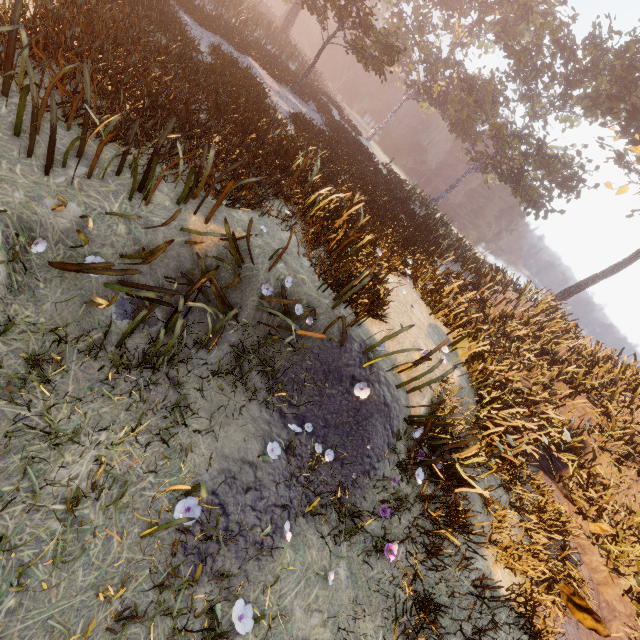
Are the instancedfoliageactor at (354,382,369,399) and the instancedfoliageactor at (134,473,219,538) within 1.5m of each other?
no

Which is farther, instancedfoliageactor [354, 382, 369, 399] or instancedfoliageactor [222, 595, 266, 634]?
instancedfoliageactor [354, 382, 369, 399]

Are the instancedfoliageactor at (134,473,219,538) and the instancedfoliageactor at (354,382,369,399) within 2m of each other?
Answer: no

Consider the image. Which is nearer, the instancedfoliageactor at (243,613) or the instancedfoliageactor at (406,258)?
the instancedfoliageactor at (243,613)

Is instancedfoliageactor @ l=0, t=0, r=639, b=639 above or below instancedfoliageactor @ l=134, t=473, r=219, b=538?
above

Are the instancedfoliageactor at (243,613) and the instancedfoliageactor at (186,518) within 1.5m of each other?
yes

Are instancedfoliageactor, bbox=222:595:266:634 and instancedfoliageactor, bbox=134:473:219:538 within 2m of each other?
yes

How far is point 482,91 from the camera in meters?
27.4
